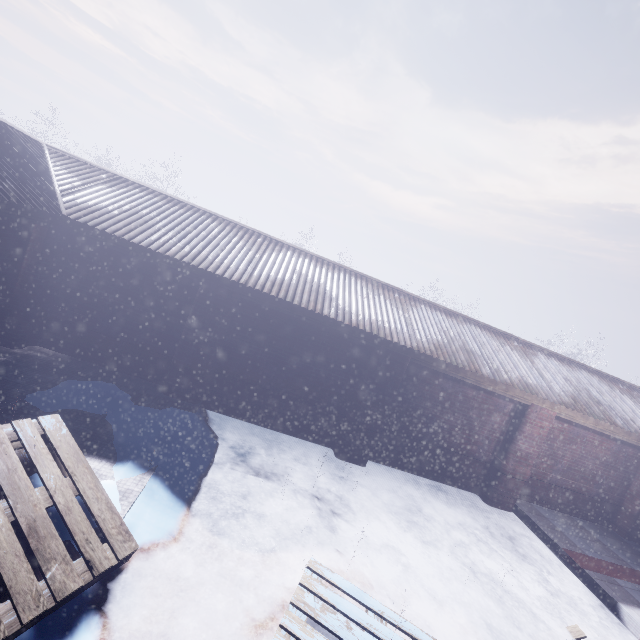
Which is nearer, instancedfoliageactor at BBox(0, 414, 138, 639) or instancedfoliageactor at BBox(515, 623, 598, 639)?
instancedfoliageactor at BBox(0, 414, 138, 639)

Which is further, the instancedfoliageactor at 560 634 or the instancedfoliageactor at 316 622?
the instancedfoliageactor at 560 634

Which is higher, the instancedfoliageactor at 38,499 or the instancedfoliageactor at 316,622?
the instancedfoliageactor at 38,499

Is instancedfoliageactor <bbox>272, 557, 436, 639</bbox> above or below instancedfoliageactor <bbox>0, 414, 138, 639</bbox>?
below

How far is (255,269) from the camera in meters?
5.7
